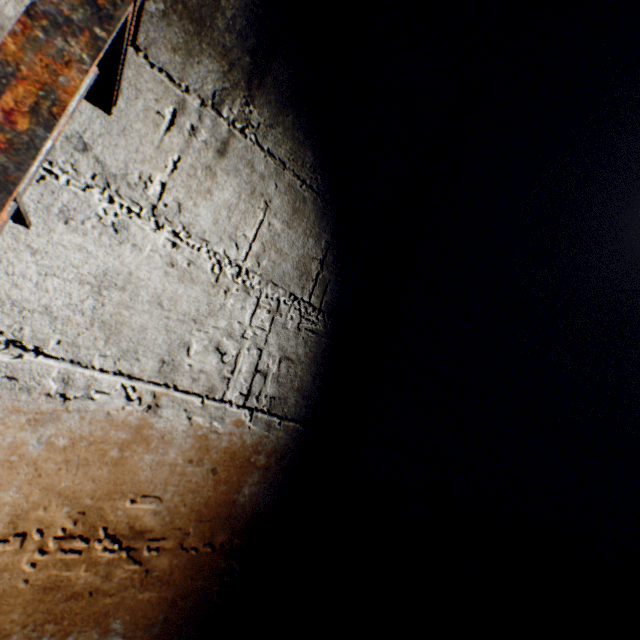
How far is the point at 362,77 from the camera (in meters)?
0.98

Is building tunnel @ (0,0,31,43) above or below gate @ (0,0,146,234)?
above

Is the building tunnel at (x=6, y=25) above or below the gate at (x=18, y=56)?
above
